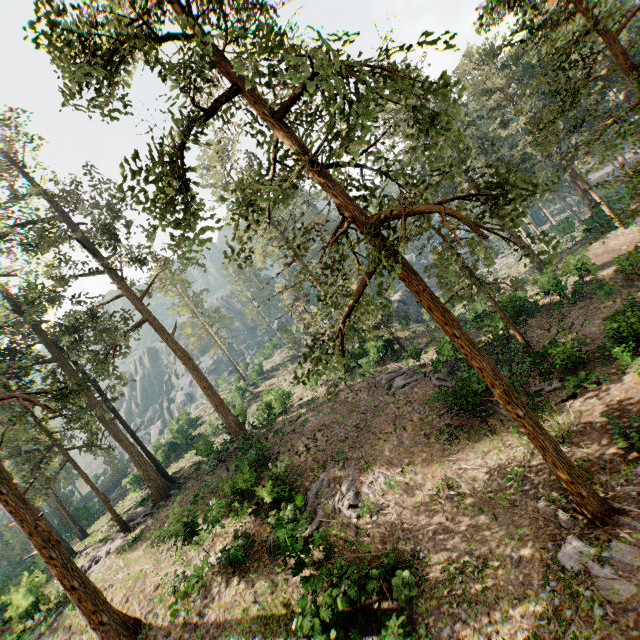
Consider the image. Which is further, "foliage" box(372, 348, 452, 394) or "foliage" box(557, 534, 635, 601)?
"foliage" box(372, 348, 452, 394)

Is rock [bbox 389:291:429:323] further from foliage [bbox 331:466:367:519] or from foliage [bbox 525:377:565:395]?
foliage [bbox 331:466:367:519]

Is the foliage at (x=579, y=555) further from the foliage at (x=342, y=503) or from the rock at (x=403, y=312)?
the rock at (x=403, y=312)

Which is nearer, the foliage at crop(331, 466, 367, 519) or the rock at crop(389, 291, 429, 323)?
the foliage at crop(331, 466, 367, 519)

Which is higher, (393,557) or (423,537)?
(393,557)

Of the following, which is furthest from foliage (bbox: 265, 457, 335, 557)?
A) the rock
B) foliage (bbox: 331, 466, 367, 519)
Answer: the rock

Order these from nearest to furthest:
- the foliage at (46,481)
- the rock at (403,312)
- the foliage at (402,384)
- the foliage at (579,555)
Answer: the foliage at (46,481) → the foliage at (579,555) → the foliage at (402,384) → the rock at (403,312)
